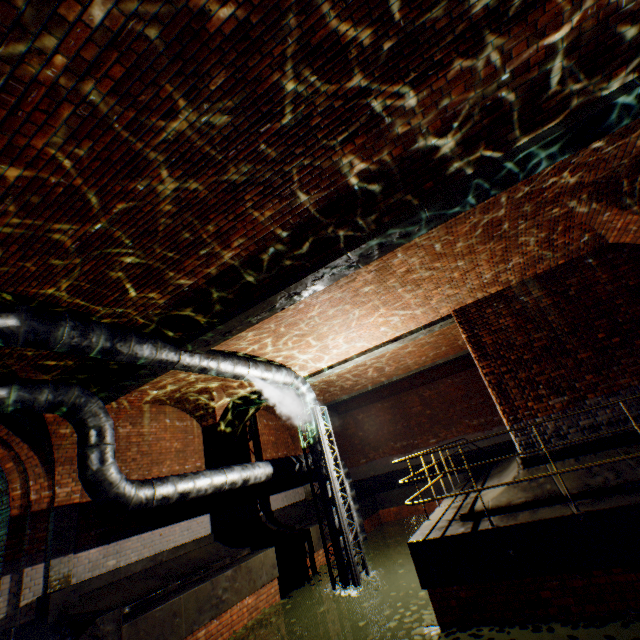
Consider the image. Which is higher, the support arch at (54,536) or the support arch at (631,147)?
the support arch at (631,147)

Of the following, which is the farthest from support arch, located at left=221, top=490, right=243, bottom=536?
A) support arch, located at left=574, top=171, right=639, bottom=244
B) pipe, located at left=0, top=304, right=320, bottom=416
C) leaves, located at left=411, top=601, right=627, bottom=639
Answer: support arch, located at left=574, top=171, right=639, bottom=244

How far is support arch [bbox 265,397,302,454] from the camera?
14.7m

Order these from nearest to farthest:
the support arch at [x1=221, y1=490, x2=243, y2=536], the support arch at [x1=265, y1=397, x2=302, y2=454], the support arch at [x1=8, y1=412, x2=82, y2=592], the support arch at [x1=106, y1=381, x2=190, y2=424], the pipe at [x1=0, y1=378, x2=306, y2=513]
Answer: the pipe at [x1=0, y1=378, x2=306, y2=513]
the support arch at [x1=8, y1=412, x2=82, y2=592]
the support arch at [x1=106, y1=381, x2=190, y2=424]
the support arch at [x1=221, y1=490, x2=243, y2=536]
the support arch at [x1=265, y1=397, x2=302, y2=454]

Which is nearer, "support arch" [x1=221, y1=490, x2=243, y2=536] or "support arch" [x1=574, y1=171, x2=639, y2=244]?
"support arch" [x1=574, y1=171, x2=639, y2=244]

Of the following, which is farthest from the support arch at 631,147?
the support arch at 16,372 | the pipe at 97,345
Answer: the support arch at 16,372

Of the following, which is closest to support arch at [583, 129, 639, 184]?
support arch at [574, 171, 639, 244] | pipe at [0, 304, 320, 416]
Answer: support arch at [574, 171, 639, 244]

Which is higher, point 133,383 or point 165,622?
point 133,383
